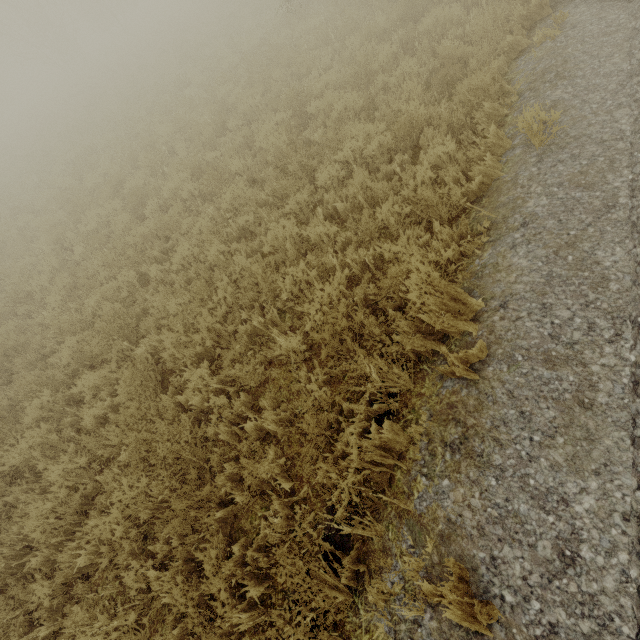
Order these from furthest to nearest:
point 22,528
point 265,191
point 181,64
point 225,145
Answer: point 181,64 < point 225,145 < point 265,191 < point 22,528
